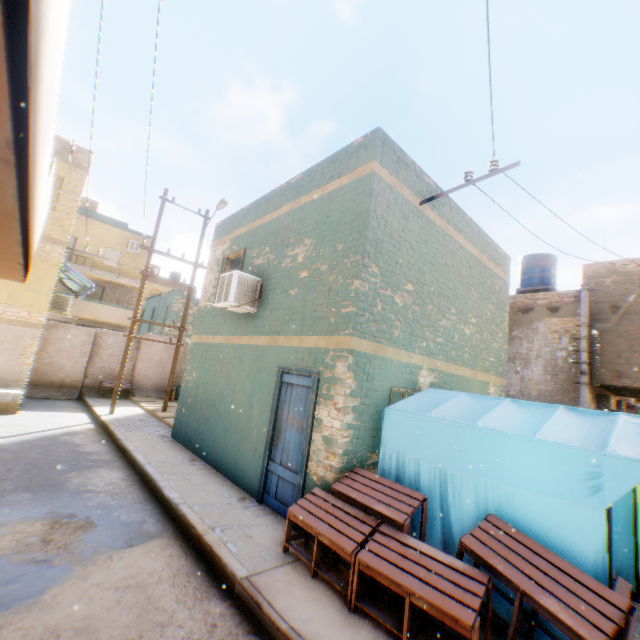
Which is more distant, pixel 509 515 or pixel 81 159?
pixel 81 159

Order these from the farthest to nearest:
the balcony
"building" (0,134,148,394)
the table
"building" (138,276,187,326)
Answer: "building" (138,276,187,326) < "building" (0,134,148,394) < the table < the balcony

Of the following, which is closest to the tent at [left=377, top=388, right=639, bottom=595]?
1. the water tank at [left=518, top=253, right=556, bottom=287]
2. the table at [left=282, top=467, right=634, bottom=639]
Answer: → the table at [left=282, top=467, right=634, bottom=639]

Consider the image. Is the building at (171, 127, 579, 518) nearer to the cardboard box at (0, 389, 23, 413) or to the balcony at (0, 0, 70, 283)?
the balcony at (0, 0, 70, 283)

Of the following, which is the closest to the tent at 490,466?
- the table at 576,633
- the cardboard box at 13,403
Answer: the table at 576,633

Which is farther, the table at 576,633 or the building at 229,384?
the building at 229,384

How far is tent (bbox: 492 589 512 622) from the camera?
3.5 meters

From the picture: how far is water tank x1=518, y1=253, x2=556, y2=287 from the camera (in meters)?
15.76
